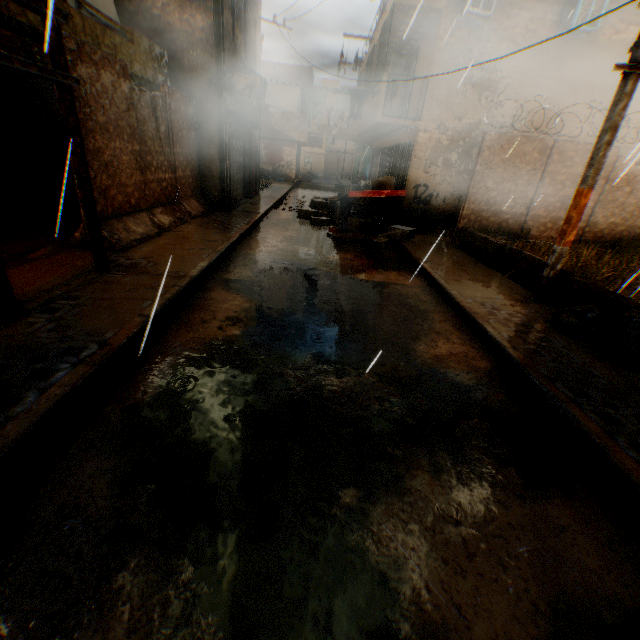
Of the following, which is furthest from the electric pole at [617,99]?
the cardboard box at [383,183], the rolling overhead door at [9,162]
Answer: the rolling overhead door at [9,162]

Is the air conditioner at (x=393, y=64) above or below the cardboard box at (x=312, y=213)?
above

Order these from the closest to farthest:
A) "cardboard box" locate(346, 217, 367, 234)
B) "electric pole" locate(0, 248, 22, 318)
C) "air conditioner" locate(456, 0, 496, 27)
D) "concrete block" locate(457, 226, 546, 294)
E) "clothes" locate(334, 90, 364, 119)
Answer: "electric pole" locate(0, 248, 22, 318), "concrete block" locate(457, 226, 546, 294), "air conditioner" locate(456, 0, 496, 27), "clothes" locate(334, 90, 364, 119), "cardboard box" locate(346, 217, 367, 234)

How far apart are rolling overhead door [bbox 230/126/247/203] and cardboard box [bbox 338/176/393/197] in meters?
0.1

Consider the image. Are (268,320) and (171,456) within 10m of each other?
yes

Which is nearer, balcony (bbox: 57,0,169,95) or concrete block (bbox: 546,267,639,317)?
concrete block (bbox: 546,267,639,317)

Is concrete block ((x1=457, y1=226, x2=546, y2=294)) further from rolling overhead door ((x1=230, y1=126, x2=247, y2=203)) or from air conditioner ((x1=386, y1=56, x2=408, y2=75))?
air conditioner ((x1=386, y1=56, x2=408, y2=75))
